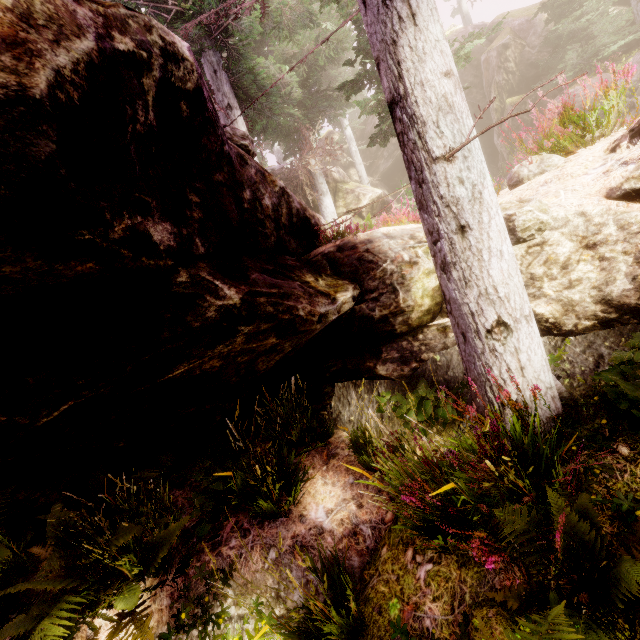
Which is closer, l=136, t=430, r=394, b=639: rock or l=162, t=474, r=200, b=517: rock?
l=136, t=430, r=394, b=639: rock

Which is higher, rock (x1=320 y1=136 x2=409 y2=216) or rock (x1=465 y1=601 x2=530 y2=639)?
rock (x1=320 y1=136 x2=409 y2=216)

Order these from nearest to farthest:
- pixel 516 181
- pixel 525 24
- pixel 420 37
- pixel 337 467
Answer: pixel 420 37 < pixel 337 467 < pixel 516 181 < pixel 525 24

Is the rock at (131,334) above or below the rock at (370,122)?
below

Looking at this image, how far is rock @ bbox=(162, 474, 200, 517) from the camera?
4.6m

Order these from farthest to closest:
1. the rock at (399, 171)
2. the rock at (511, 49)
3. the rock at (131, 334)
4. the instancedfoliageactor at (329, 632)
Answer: the rock at (399, 171)
the rock at (511, 49)
the instancedfoliageactor at (329, 632)
the rock at (131, 334)

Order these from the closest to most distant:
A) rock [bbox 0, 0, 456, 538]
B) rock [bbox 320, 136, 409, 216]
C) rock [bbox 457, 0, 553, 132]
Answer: rock [bbox 0, 0, 456, 538], rock [bbox 457, 0, 553, 132], rock [bbox 320, 136, 409, 216]
